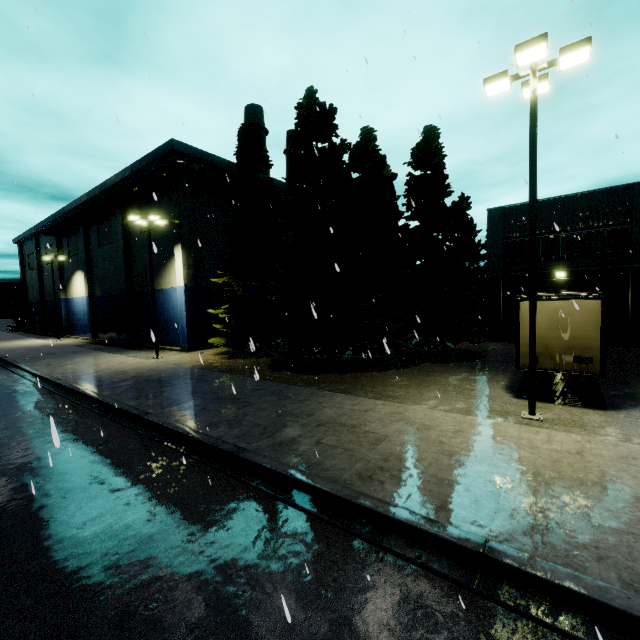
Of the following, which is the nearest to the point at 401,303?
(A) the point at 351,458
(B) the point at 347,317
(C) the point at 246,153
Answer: (B) the point at 347,317

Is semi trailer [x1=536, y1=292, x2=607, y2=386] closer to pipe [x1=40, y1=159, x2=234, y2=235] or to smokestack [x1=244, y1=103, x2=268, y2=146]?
pipe [x1=40, y1=159, x2=234, y2=235]

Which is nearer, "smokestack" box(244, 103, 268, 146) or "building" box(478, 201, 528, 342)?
"building" box(478, 201, 528, 342)

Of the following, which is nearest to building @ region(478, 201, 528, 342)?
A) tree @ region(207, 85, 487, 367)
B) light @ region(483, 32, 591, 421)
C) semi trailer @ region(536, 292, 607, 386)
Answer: tree @ region(207, 85, 487, 367)

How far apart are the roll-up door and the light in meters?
16.2

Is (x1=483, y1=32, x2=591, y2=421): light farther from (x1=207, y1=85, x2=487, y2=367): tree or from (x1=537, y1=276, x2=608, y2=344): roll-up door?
(x1=537, y1=276, x2=608, y2=344): roll-up door

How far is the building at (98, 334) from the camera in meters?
25.2

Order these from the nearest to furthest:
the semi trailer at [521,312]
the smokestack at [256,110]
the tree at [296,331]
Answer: the semi trailer at [521,312], the tree at [296,331], the smokestack at [256,110]
